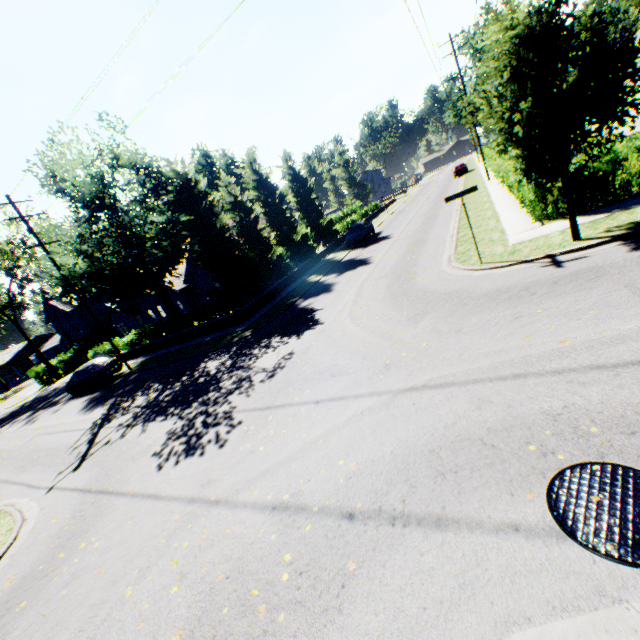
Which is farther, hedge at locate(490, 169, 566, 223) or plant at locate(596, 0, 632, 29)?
plant at locate(596, 0, 632, 29)

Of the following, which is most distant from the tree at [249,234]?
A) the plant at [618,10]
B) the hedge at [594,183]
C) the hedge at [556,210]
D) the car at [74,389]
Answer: the car at [74,389]

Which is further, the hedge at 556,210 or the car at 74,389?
the car at 74,389

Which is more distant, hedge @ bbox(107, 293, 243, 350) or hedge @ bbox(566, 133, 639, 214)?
hedge @ bbox(107, 293, 243, 350)

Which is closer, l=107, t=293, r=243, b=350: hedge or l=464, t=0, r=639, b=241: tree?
l=464, t=0, r=639, b=241: tree

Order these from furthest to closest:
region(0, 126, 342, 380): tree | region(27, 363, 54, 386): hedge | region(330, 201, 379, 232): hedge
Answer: region(330, 201, 379, 232): hedge → region(27, 363, 54, 386): hedge → region(0, 126, 342, 380): tree

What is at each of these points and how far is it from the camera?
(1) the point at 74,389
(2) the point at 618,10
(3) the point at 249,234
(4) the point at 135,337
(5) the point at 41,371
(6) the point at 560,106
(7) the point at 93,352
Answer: (1) car, 22.3m
(2) plant, 55.5m
(3) tree, 24.1m
(4) hedge, 26.3m
(5) hedge, 36.0m
(6) tree, 7.5m
(7) hedge, 29.3m

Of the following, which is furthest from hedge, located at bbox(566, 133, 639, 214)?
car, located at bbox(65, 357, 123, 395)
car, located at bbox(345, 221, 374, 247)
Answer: car, located at bbox(65, 357, 123, 395)
